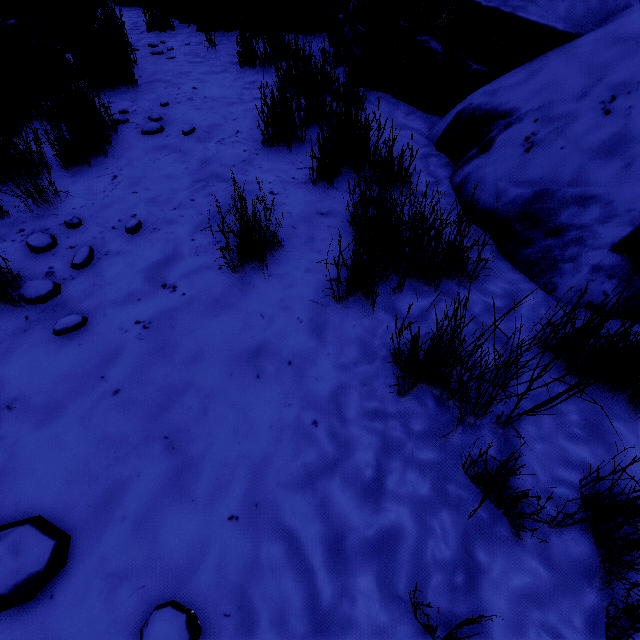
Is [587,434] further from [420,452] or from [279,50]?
[279,50]

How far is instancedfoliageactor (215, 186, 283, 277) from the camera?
1.55m

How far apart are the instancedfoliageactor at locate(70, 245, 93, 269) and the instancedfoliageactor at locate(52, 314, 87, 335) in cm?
23

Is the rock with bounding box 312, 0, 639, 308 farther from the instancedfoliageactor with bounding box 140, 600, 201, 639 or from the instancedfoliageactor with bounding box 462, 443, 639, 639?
the instancedfoliageactor with bounding box 140, 600, 201, 639

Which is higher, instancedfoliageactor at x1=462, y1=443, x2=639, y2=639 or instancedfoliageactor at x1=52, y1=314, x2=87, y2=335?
instancedfoliageactor at x1=52, y1=314, x2=87, y2=335

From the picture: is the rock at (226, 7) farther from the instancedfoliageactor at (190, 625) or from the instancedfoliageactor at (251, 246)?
the instancedfoliageactor at (190, 625)

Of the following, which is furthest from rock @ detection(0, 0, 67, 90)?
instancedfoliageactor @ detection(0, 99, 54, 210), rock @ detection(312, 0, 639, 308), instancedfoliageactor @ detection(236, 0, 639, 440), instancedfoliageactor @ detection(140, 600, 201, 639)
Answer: rock @ detection(312, 0, 639, 308)

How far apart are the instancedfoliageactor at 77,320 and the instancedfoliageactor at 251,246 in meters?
0.7
